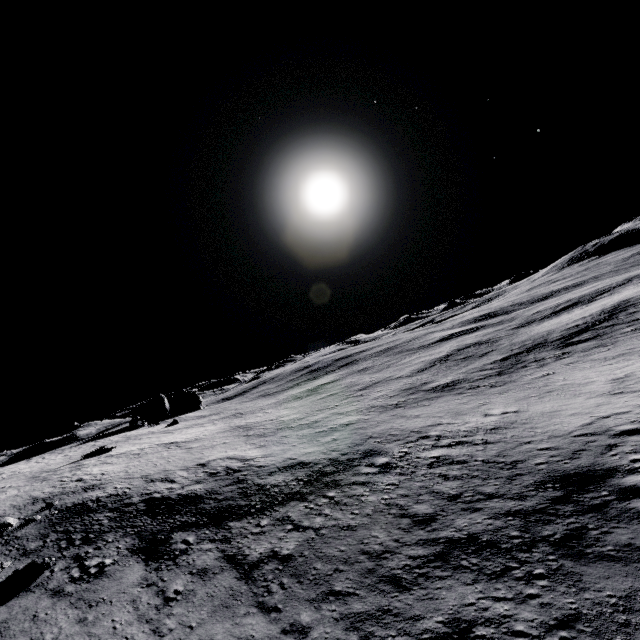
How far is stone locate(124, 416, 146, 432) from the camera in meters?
51.3 m

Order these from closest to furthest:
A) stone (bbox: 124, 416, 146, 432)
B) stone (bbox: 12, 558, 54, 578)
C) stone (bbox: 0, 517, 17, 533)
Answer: stone (bbox: 12, 558, 54, 578), stone (bbox: 0, 517, 17, 533), stone (bbox: 124, 416, 146, 432)

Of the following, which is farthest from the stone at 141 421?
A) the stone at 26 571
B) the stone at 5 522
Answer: the stone at 26 571

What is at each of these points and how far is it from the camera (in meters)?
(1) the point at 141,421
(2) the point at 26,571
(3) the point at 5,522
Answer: (1) stone, 52.91
(2) stone, 17.81
(3) stone, 23.42

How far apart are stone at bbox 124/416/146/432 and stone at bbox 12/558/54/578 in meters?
35.0 m

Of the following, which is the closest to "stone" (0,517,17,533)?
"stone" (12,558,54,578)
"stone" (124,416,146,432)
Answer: "stone" (12,558,54,578)

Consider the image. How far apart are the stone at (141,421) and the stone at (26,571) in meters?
35.0 m
